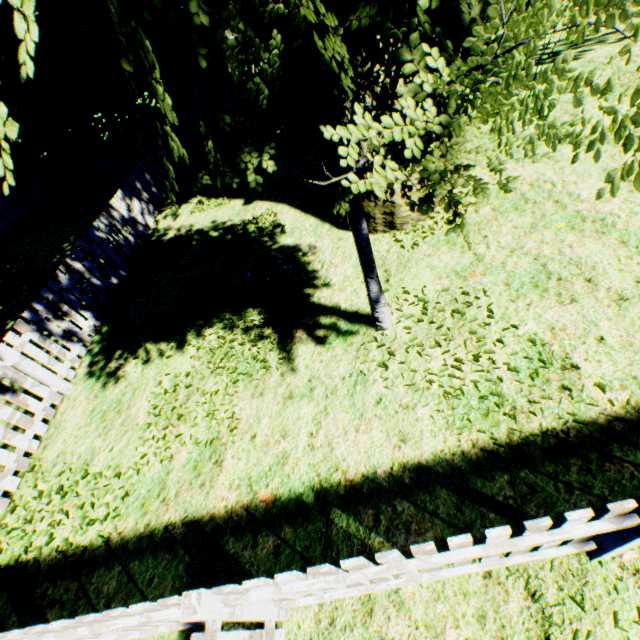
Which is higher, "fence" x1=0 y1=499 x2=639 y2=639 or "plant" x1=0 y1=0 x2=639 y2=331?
"plant" x1=0 y1=0 x2=639 y2=331

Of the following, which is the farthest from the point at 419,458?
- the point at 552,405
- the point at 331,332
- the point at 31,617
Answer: the point at 31,617

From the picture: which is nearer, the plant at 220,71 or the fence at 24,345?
the plant at 220,71

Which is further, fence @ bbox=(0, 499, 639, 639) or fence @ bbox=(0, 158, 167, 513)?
fence @ bbox=(0, 158, 167, 513)

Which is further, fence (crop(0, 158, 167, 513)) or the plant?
fence (crop(0, 158, 167, 513))

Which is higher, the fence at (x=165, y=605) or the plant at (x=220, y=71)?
the plant at (x=220, y=71)
